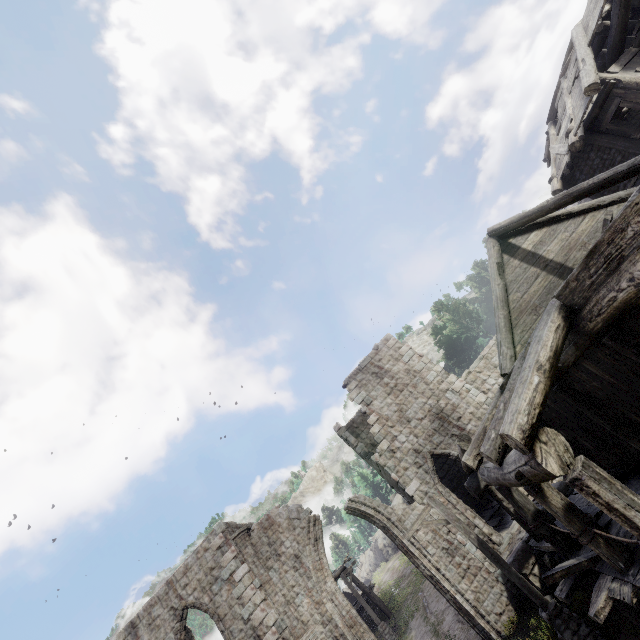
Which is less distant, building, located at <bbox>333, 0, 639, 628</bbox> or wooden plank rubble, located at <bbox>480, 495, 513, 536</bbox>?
building, located at <bbox>333, 0, 639, 628</bbox>

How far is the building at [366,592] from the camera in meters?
25.5 m

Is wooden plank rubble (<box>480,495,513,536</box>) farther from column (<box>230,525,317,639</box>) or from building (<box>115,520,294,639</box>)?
column (<box>230,525,317,639</box>)

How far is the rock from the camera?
52.16m

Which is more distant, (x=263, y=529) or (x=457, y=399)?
(x=457, y=399)

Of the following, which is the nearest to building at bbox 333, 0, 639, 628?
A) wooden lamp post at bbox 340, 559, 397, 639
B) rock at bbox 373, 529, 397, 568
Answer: wooden lamp post at bbox 340, 559, 397, 639

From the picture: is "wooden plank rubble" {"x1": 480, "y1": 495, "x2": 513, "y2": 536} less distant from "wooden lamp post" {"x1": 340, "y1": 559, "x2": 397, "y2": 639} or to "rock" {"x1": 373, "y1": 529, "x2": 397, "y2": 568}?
"wooden lamp post" {"x1": 340, "y1": 559, "x2": 397, "y2": 639}

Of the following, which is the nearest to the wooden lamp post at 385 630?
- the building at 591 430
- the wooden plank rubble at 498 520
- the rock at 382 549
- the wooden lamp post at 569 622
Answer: the building at 591 430
